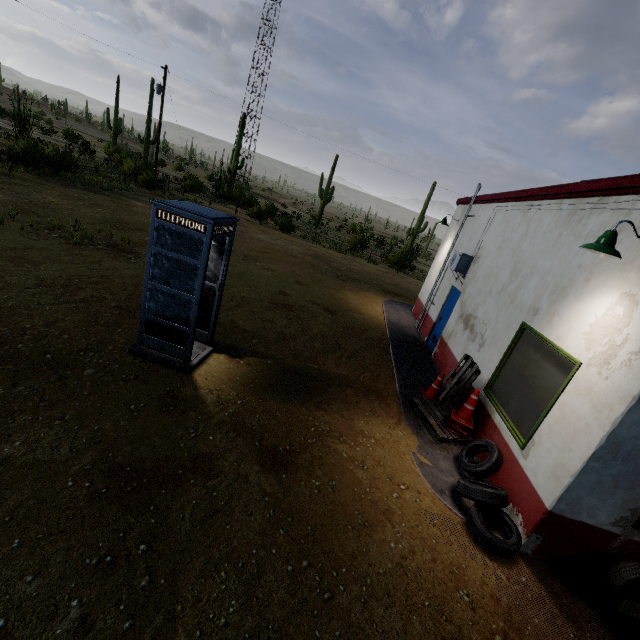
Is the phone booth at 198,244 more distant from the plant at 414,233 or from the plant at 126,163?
the plant at 414,233

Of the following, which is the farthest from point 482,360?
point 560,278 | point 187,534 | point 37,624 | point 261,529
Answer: point 37,624

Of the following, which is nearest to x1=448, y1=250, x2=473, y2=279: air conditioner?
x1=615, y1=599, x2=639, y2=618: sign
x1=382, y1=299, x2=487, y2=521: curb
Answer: x1=382, y1=299, x2=487, y2=521: curb

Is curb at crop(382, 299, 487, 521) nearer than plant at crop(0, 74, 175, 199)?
Yes

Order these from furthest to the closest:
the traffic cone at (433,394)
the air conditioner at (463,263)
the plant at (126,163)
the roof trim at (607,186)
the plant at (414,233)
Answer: the plant at (414,233)
the plant at (126,163)
the air conditioner at (463,263)
the traffic cone at (433,394)
the roof trim at (607,186)

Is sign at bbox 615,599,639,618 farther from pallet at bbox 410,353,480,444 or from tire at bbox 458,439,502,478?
pallet at bbox 410,353,480,444

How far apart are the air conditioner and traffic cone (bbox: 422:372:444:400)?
3.5 meters

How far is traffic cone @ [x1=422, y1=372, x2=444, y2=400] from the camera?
7.39m
